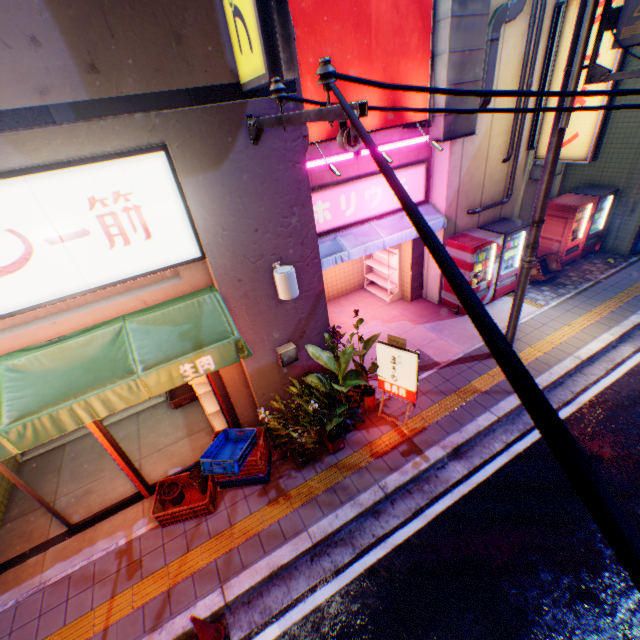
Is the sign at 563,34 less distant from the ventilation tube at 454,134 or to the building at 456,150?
the building at 456,150

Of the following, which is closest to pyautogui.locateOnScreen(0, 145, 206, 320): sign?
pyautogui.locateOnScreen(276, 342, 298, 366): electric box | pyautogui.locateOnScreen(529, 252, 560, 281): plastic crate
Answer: pyautogui.locateOnScreen(276, 342, 298, 366): electric box

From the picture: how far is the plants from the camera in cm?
533

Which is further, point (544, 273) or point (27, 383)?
point (544, 273)

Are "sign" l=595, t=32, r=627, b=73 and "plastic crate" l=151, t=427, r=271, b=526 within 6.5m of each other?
no

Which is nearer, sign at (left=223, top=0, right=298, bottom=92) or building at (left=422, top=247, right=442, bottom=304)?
sign at (left=223, top=0, right=298, bottom=92)

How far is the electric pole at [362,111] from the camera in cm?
199

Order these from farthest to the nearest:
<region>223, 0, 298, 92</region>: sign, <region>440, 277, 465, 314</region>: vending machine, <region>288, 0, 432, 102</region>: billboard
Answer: <region>440, 277, 465, 314</region>: vending machine < <region>288, 0, 432, 102</region>: billboard < <region>223, 0, 298, 92</region>: sign
